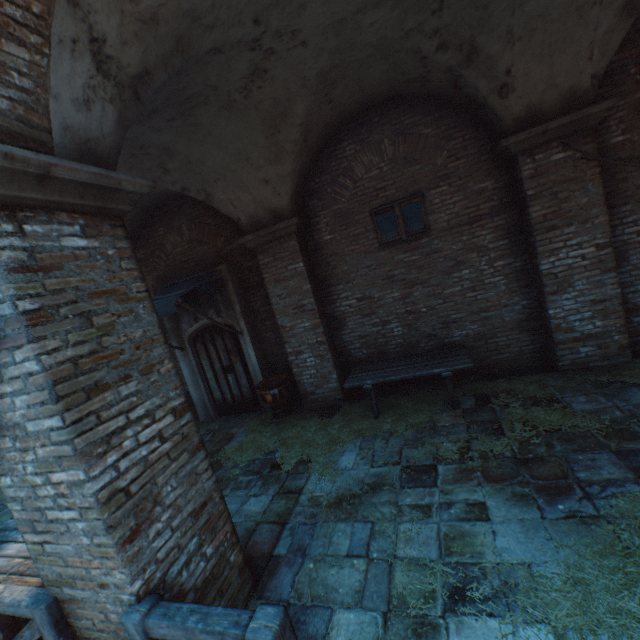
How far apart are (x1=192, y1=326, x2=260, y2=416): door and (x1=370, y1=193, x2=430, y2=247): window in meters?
4.0

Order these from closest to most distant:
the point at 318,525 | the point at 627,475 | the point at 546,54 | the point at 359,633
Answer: the point at 359,633, the point at 627,475, the point at 318,525, the point at 546,54

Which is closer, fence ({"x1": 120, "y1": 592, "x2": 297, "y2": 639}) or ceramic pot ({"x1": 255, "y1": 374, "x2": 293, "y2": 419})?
fence ({"x1": 120, "y1": 592, "x2": 297, "y2": 639})

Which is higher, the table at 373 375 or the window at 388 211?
the window at 388 211

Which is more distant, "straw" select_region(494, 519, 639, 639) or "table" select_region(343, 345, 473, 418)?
"table" select_region(343, 345, 473, 418)

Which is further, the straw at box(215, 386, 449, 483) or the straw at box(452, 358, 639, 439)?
the straw at box(215, 386, 449, 483)

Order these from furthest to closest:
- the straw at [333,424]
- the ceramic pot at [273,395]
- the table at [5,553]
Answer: the ceramic pot at [273,395]
the straw at [333,424]
the table at [5,553]

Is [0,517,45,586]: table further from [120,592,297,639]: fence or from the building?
the building
